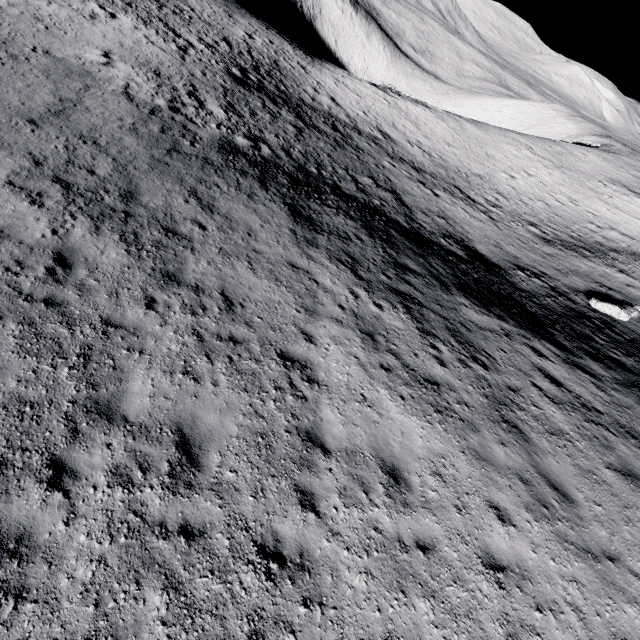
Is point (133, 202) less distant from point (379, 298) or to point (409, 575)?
point (379, 298)
